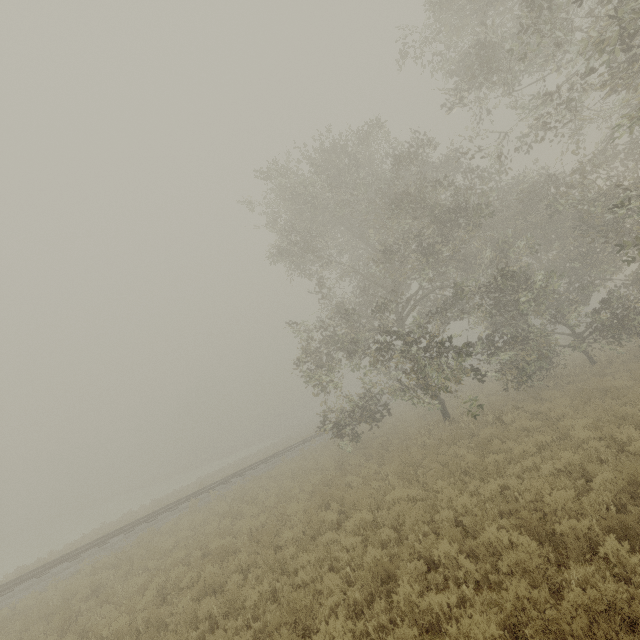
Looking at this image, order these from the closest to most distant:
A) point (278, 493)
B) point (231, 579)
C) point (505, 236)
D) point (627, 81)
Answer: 1. point (627, 81)
2. point (231, 579)
3. point (278, 493)
4. point (505, 236)
